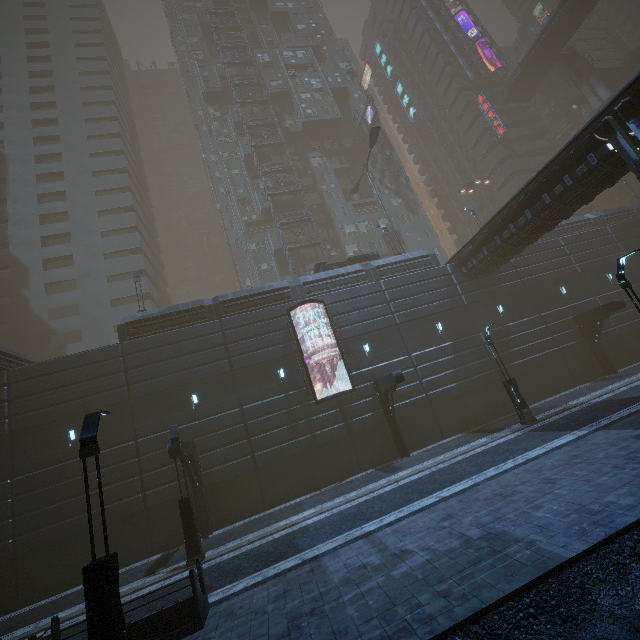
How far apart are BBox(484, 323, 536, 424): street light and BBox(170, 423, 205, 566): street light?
16.8 meters

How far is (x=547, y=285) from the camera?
26.9 meters

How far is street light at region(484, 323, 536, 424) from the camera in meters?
17.2 m

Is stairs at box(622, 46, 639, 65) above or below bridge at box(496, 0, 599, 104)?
below

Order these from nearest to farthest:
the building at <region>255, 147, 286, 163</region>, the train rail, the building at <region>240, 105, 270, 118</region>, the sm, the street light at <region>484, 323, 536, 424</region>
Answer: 1. the train rail
2. the street light at <region>484, 323, 536, 424</region>
3. the building at <region>255, 147, 286, 163</region>
4. the sm
5. the building at <region>240, 105, 270, 118</region>

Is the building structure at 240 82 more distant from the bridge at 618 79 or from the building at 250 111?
the bridge at 618 79

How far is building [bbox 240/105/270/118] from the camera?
45.3 meters

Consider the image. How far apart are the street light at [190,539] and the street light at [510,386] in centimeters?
1677cm
